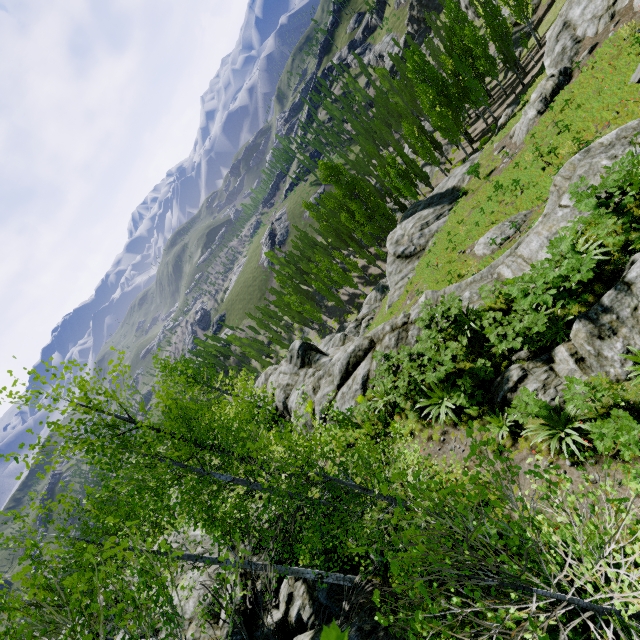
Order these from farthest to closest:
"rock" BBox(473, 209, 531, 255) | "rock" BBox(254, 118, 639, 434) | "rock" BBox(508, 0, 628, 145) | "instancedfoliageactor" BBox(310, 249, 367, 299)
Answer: "instancedfoliageactor" BBox(310, 249, 367, 299), "rock" BBox(508, 0, 628, 145), "rock" BBox(473, 209, 531, 255), "rock" BBox(254, 118, 639, 434)

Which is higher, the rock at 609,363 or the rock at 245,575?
the rock at 245,575

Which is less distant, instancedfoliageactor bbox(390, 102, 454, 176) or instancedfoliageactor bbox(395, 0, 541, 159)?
instancedfoliageactor bbox(395, 0, 541, 159)

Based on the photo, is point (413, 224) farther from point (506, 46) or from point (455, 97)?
point (506, 46)

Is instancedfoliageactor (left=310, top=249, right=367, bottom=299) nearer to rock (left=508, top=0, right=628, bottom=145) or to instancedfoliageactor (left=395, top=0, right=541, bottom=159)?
Result: instancedfoliageactor (left=395, top=0, right=541, bottom=159)

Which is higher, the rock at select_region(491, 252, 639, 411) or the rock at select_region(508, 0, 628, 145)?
the rock at select_region(491, 252, 639, 411)

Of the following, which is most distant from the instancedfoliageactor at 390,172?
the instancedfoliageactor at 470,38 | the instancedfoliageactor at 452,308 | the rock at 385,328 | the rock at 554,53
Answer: the rock at 554,53

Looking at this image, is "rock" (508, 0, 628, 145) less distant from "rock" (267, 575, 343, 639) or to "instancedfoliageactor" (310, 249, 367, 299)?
"rock" (267, 575, 343, 639)
